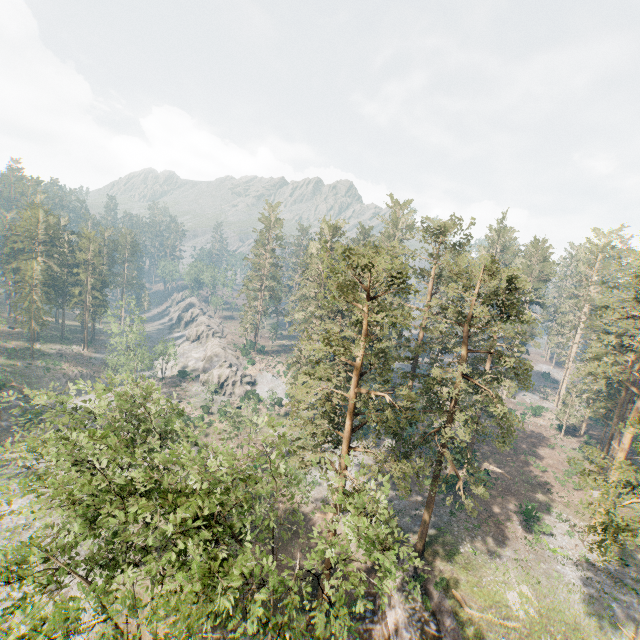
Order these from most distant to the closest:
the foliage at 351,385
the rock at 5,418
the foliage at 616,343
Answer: the rock at 5,418, the foliage at 616,343, the foliage at 351,385

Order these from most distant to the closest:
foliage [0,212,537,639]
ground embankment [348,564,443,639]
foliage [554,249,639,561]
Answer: ground embankment [348,564,443,639]
foliage [554,249,639,561]
foliage [0,212,537,639]

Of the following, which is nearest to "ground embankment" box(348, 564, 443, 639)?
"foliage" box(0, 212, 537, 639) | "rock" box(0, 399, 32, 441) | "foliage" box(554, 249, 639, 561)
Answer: "foliage" box(554, 249, 639, 561)

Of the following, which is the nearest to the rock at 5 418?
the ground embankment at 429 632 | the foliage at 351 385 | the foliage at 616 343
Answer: the foliage at 616 343

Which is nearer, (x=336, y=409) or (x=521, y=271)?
(x=336, y=409)

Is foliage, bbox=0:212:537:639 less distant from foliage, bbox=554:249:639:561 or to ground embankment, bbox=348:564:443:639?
foliage, bbox=554:249:639:561

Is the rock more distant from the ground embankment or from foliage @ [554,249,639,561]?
the ground embankment
